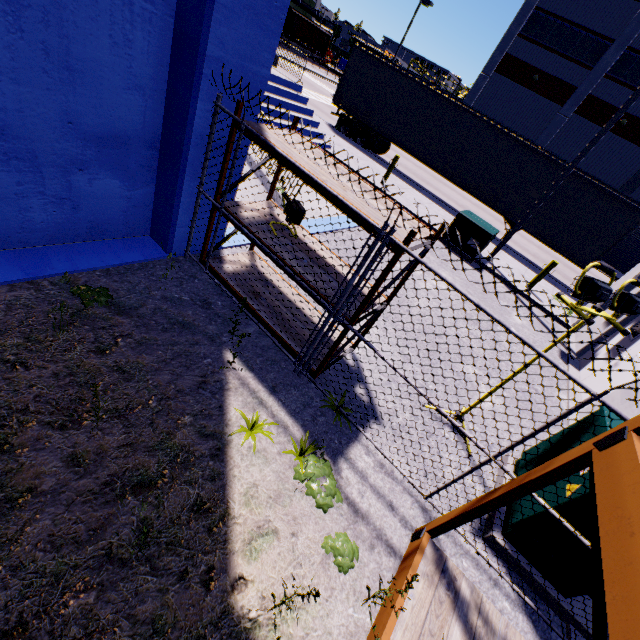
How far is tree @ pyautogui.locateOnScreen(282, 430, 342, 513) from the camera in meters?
3.0

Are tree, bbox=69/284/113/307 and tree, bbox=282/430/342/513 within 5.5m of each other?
yes

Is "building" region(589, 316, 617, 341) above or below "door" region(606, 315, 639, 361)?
below

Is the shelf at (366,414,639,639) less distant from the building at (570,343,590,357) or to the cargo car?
the building at (570,343,590,357)

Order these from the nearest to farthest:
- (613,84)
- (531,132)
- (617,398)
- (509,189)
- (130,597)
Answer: (130,597) < (617,398) < (509,189) < (613,84) < (531,132)

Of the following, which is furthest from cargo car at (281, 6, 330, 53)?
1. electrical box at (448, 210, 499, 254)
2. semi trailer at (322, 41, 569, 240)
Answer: electrical box at (448, 210, 499, 254)

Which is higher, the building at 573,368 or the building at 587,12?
the building at 587,12

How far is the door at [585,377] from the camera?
6.8m
